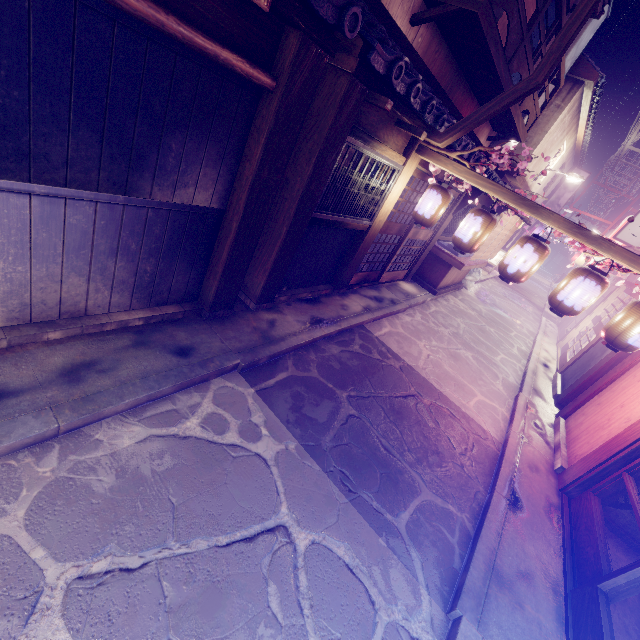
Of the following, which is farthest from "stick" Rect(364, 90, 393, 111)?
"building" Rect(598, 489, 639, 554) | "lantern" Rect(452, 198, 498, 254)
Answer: "building" Rect(598, 489, 639, 554)

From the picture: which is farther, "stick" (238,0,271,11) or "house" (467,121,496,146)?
"house" (467,121,496,146)

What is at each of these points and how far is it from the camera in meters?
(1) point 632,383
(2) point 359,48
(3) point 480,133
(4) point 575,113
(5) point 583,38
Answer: (1) house, 9.8 m
(2) house, 6.1 m
(3) house, 17.4 m
(4) house, 22.1 m
(5) vent, 16.8 m

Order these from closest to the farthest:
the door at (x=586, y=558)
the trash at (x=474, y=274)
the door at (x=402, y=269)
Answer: the door at (x=586, y=558) → the door at (x=402, y=269) → the trash at (x=474, y=274)

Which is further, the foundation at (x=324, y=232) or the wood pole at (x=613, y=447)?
the foundation at (x=324, y=232)

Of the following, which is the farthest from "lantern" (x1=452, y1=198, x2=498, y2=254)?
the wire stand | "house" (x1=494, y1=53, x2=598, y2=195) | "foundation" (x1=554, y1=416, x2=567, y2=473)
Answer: "house" (x1=494, y1=53, x2=598, y2=195)

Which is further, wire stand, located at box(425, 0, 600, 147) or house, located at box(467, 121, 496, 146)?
house, located at box(467, 121, 496, 146)

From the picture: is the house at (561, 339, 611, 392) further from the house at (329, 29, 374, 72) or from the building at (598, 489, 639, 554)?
the house at (329, 29, 374, 72)
